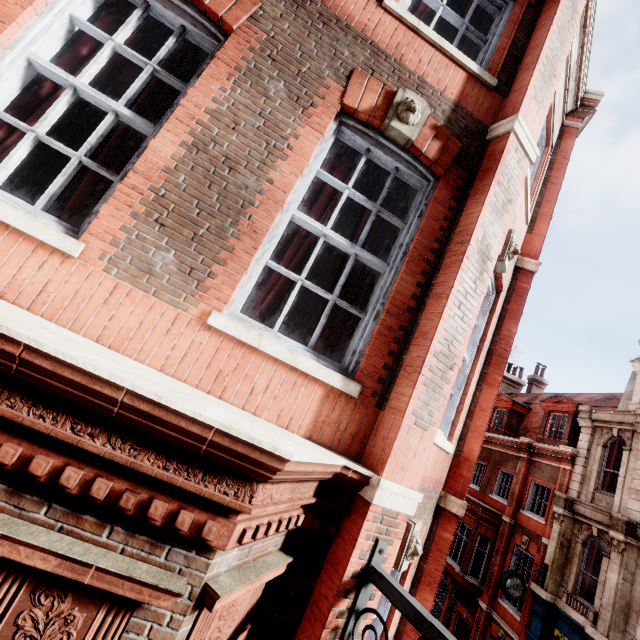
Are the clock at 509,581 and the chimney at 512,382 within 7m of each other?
no

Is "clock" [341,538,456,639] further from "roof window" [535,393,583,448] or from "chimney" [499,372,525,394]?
"chimney" [499,372,525,394]

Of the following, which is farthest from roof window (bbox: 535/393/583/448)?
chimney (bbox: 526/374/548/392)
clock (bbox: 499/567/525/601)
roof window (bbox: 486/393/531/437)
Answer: chimney (bbox: 526/374/548/392)

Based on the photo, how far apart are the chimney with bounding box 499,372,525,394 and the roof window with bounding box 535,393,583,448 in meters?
6.4

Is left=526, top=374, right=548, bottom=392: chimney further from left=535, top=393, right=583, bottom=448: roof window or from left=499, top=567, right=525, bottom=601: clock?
left=499, top=567, right=525, bottom=601: clock

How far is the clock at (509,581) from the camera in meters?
12.6 m

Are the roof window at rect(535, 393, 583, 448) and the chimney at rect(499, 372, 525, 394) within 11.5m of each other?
yes

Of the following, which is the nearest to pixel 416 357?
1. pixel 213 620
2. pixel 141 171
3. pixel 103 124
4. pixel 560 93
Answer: pixel 213 620
